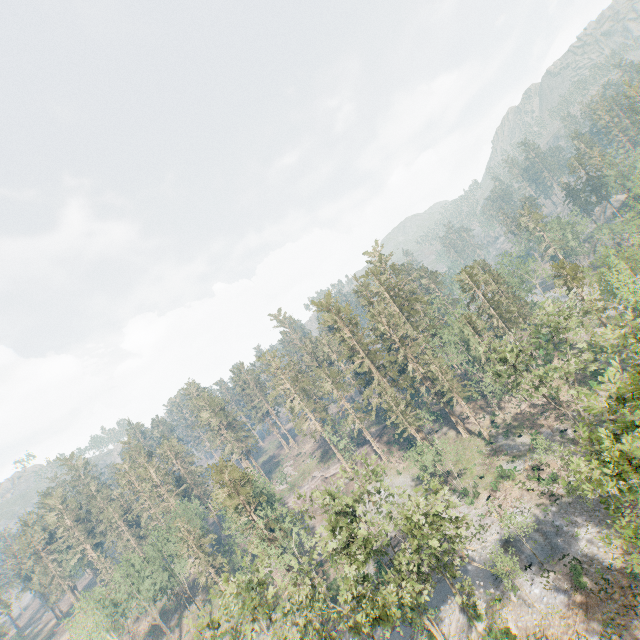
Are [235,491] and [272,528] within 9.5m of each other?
yes
